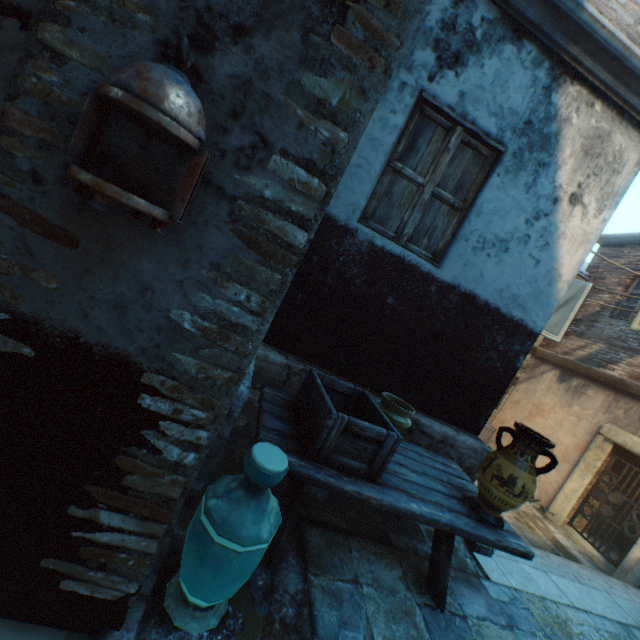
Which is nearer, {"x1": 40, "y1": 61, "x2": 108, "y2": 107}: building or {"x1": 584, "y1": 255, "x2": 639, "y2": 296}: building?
{"x1": 40, "y1": 61, "x2": 108, "y2": 107}: building

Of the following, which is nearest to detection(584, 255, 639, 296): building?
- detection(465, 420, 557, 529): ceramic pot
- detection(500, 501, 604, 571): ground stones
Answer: detection(500, 501, 604, 571): ground stones

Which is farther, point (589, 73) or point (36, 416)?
point (589, 73)

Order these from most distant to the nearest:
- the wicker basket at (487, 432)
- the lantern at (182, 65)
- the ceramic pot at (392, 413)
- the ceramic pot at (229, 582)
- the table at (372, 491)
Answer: the wicker basket at (487, 432) → the ceramic pot at (392, 413) → the table at (372, 491) → the ceramic pot at (229, 582) → the lantern at (182, 65)

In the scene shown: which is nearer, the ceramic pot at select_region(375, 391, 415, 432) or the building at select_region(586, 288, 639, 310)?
the ceramic pot at select_region(375, 391, 415, 432)

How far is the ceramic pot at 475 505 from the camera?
2.39m

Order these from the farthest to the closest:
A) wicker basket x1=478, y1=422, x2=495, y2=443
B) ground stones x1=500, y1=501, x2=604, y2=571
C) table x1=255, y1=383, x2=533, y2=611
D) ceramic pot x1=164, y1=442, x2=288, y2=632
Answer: wicker basket x1=478, y1=422, x2=495, y2=443, ground stones x1=500, y1=501, x2=604, y2=571, table x1=255, y1=383, x2=533, y2=611, ceramic pot x1=164, y1=442, x2=288, y2=632

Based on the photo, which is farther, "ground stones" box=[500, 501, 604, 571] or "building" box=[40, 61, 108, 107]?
"ground stones" box=[500, 501, 604, 571]
